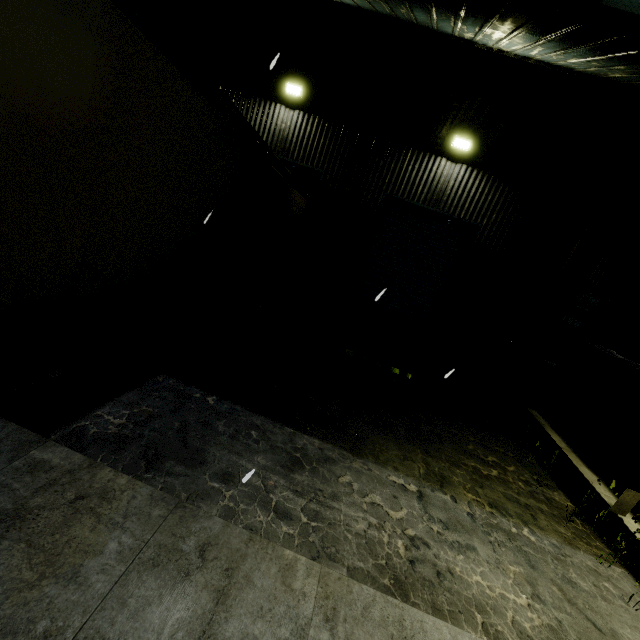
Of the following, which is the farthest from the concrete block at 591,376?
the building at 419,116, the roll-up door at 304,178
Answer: the roll-up door at 304,178

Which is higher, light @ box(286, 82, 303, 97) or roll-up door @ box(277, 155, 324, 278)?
light @ box(286, 82, 303, 97)

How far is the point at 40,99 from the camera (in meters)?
2.25

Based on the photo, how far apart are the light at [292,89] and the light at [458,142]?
4.5m

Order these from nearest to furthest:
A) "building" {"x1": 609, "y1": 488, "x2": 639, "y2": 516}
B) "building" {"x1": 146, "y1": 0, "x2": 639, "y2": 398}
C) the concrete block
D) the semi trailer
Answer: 1. the semi trailer
2. "building" {"x1": 609, "y1": 488, "x2": 639, "y2": 516}
3. the concrete block
4. "building" {"x1": 146, "y1": 0, "x2": 639, "y2": 398}

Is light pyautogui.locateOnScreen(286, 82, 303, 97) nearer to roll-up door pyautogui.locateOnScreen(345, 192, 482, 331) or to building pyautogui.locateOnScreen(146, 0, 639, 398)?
building pyautogui.locateOnScreen(146, 0, 639, 398)

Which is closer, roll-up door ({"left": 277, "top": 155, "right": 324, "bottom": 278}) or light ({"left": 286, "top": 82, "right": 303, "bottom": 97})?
light ({"left": 286, "top": 82, "right": 303, "bottom": 97})

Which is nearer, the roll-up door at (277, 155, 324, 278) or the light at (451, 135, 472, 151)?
the light at (451, 135, 472, 151)
